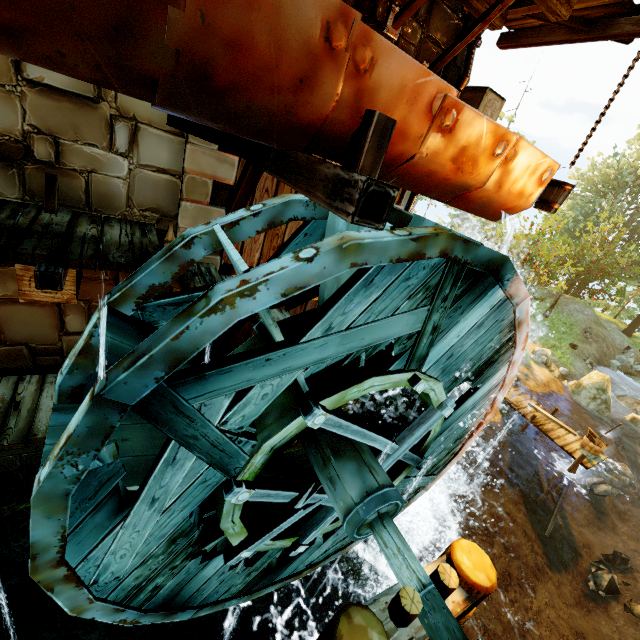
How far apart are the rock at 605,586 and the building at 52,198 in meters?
16.0

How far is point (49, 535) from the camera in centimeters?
251cm

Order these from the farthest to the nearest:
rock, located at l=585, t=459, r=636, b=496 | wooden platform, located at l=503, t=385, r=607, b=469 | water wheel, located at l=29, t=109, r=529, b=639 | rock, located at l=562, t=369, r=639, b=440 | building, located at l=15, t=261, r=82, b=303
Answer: rock, located at l=562, t=369, r=639, b=440 < rock, located at l=585, t=459, r=636, b=496 < wooden platform, located at l=503, t=385, r=607, b=469 < building, located at l=15, t=261, r=82, b=303 < water wheel, located at l=29, t=109, r=529, b=639

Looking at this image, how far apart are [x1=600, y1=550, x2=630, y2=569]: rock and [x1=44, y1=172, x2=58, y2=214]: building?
17.25m

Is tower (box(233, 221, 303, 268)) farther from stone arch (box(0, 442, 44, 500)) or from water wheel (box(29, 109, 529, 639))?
stone arch (box(0, 442, 44, 500))

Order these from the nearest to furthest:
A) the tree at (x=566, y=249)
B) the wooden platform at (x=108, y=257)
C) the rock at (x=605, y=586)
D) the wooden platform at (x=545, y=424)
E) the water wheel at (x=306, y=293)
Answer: the water wheel at (x=306, y=293) → the wooden platform at (x=108, y=257) → the rock at (x=605, y=586) → the wooden platform at (x=545, y=424) → the tree at (x=566, y=249)

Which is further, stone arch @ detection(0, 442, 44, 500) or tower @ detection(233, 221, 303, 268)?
tower @ detection(233, 221, 303, 268)

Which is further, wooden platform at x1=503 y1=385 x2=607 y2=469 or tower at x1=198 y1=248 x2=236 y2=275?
wooden platform at x1=503 y1=385 x2=607 y2=469
